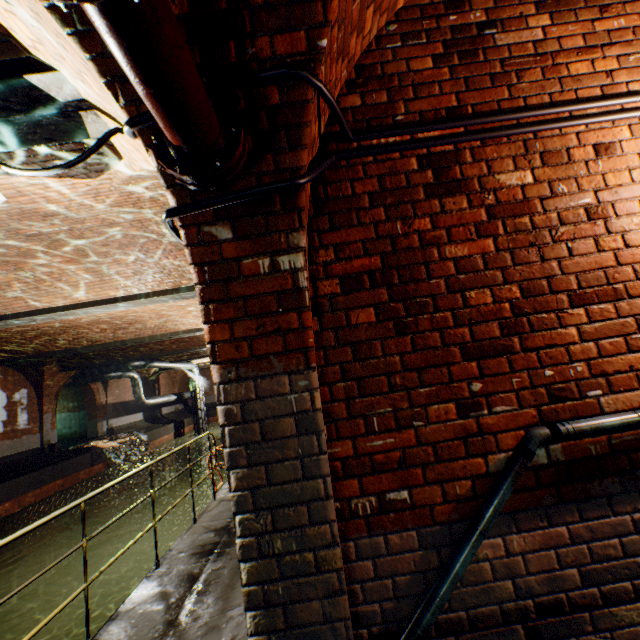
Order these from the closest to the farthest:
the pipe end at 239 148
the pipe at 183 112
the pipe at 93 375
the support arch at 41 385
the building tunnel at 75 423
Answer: the pipe at 183 112, the pipe end at 239 148, the support arch at 41 385, the pipe at 93 375, the building tunnel at 75 423

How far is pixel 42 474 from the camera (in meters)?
13.41

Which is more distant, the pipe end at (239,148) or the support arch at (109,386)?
the support arch at (109,386)

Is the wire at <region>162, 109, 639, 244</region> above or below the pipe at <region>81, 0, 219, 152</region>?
below

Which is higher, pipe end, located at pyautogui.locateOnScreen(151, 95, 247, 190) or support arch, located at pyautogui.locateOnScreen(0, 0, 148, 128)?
support arch, located at pyautogui.locateOnScreen(0, 0, 148, 128)

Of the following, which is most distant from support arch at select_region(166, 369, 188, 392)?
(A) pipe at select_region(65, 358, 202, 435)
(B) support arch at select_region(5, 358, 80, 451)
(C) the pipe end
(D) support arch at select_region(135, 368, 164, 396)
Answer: (C) the pipe end

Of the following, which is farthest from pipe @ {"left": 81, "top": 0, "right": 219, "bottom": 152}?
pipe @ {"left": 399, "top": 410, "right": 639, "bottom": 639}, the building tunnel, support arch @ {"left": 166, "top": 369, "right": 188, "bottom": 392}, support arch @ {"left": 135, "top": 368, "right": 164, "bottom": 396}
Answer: support arch @ {"left": 166, "top": 369, "right": 188, "bottom": 392}

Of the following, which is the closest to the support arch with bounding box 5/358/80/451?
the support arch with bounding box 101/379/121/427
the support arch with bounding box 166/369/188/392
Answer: the support arch with bounding box 101/379/121/427
